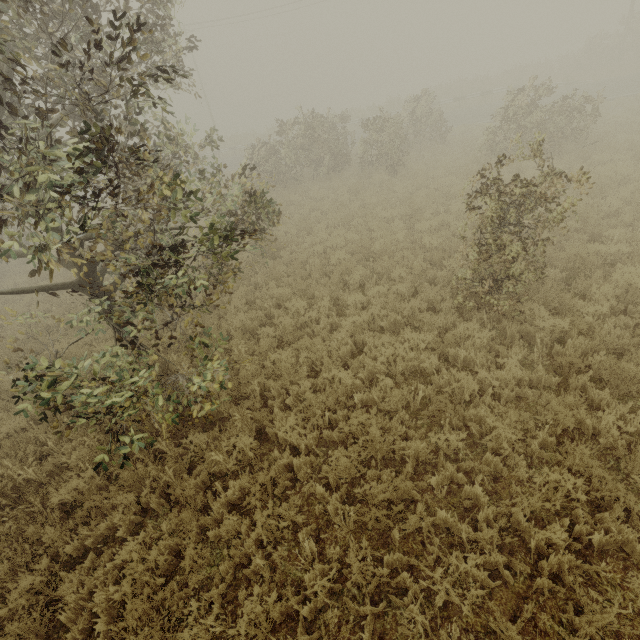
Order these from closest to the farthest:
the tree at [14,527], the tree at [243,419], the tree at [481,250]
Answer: the tree at [481,250]
the tree at [14,527]
the tree at [243,419]

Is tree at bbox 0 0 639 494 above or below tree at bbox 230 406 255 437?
above

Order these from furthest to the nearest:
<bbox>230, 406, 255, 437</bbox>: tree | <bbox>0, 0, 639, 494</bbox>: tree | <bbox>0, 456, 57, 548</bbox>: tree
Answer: <bbox>230, 406, 255, 437</bbox>: tree < <bbox>0, 456, 57, 548</bbox>: tree < <bbox>0, 0, 639, 494</bbox>: tree

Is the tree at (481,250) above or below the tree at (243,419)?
above

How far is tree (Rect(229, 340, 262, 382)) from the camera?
5.28m

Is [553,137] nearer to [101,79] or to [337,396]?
[337,396]

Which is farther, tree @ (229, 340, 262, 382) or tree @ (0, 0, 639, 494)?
tree @ (229, 340, 262, 382)
